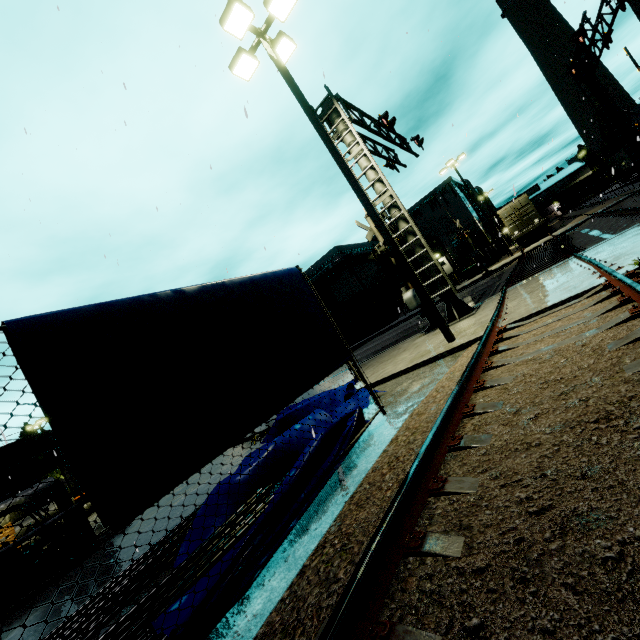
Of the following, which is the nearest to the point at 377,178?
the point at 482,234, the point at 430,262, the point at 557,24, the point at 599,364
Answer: the point at 430,262

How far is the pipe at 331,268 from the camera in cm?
3584

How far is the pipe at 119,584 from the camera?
4.5 meters

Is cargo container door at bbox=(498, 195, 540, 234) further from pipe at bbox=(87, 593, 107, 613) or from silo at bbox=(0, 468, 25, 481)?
silo at bbox=(0, 468, 25, 481)

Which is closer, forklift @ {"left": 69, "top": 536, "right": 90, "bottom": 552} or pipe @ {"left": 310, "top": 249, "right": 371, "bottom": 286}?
forklift @ {"left": 69, "top": 536, "right": 90, "bottom": 552}

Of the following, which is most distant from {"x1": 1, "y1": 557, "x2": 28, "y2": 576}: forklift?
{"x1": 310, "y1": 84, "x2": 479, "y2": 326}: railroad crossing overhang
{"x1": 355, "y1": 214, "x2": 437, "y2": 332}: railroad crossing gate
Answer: {"x1": 355, "y1": 214, "x2": 437, "y2": 332}: railroad crossing gate

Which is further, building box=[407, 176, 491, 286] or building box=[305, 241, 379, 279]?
building box=[407, 176, 491, 286]

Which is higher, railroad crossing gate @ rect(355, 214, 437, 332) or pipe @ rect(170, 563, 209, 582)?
railroad crossing gate @ rect(355, 214, 437, 332)
